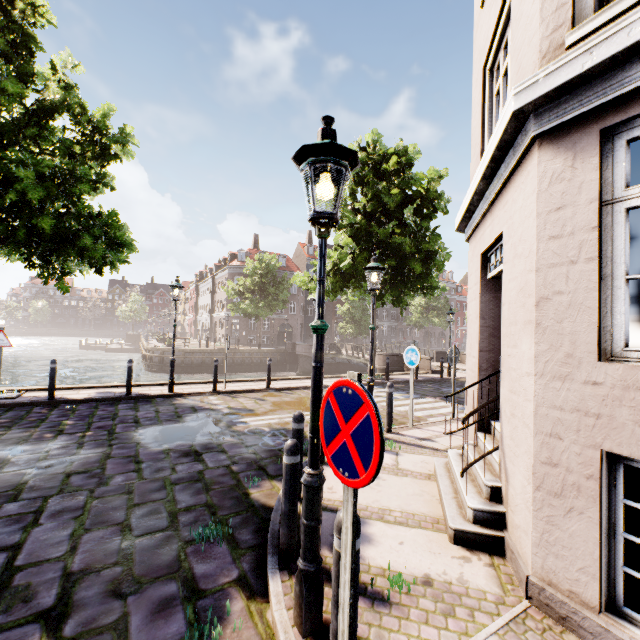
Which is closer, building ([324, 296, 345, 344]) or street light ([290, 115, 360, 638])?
Result: street light ([290, 115, 360, 638])

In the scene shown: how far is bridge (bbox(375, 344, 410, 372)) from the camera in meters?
21.3 m

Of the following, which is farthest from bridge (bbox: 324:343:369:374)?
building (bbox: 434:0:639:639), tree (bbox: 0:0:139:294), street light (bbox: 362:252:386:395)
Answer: street light (bbox: 362:252:386:395)

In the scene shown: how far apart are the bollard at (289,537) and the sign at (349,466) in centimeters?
137cm

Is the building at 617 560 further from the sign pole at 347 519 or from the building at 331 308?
the building at 331 308

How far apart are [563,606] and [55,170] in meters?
14.1 m

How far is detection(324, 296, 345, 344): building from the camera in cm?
5116

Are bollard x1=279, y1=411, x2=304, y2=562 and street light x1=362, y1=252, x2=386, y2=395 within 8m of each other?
yes
